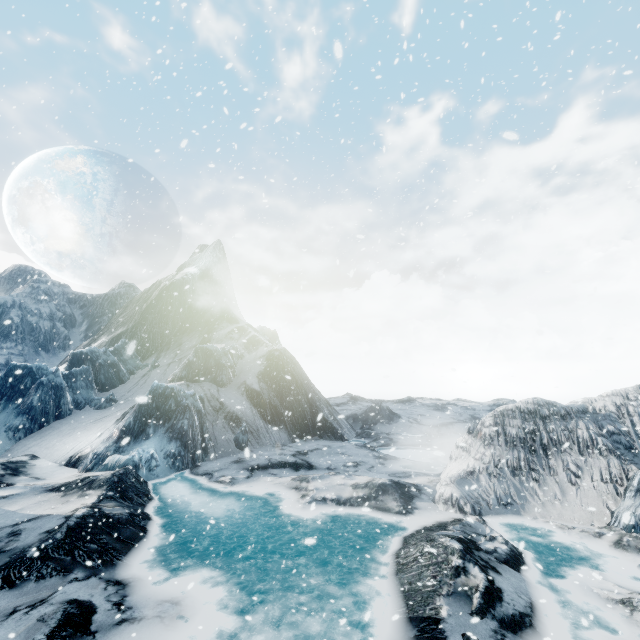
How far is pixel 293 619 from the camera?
8.5m
